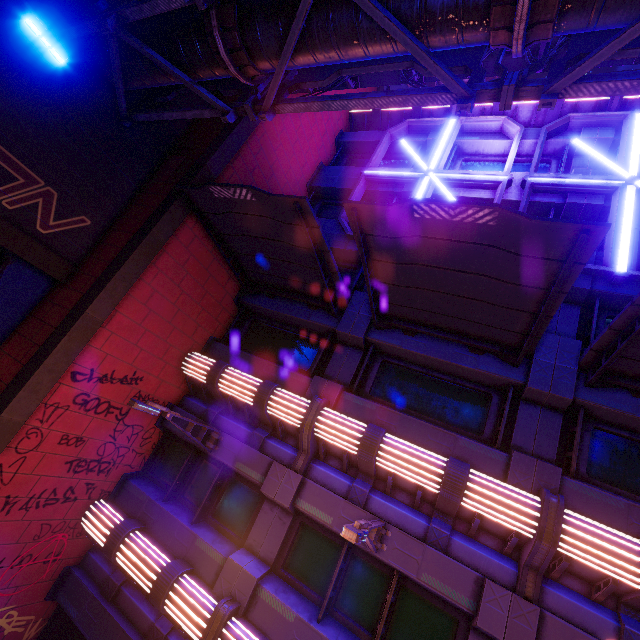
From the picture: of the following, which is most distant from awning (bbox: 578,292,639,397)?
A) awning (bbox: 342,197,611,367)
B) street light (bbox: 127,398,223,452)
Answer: street light (bbox: 127,398,223,452)

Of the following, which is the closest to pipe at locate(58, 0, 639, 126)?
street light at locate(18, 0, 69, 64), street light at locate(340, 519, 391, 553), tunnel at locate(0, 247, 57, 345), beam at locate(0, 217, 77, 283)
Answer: street light at locate(18, 0, 69, 64)

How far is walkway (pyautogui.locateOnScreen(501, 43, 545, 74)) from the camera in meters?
7.1

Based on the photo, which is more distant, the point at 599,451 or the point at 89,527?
the point at 89,527

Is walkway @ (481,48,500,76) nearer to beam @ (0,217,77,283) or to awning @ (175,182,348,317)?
awning @ (175,182,348,317)

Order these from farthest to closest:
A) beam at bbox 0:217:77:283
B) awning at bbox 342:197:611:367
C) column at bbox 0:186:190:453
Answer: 1. beam at bbox 0:217:77:283
2. column at bbox 0:186:190:453
3. awning at bbox 342:197:611:367

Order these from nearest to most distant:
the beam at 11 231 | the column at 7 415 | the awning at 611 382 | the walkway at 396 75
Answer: the awning at 611 382, the column at 7 415, the beam at 11 231, the walkway at 396 75

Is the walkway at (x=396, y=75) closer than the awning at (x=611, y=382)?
No
